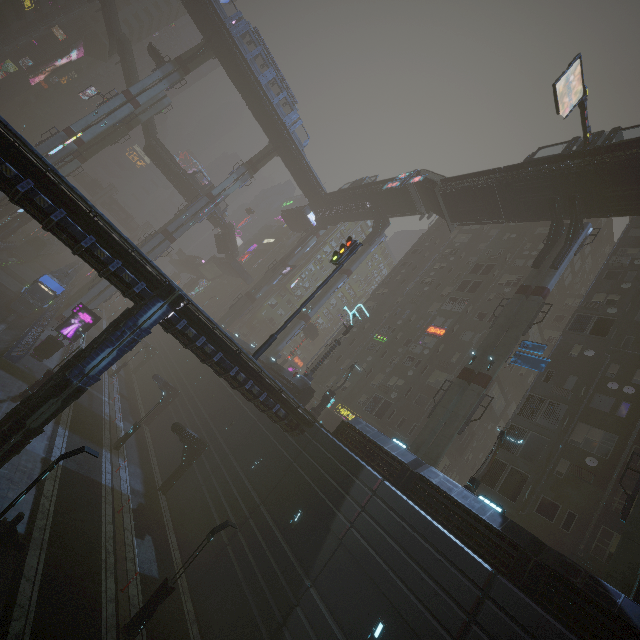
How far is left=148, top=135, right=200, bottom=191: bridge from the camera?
55.41m

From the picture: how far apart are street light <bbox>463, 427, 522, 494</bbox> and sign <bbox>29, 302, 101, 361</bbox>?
32.73m

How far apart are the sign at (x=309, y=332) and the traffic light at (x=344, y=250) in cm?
3013

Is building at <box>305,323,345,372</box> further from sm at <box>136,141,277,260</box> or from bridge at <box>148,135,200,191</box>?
bridge at <box>148,135,200,191</box>

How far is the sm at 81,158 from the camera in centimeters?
3997cm

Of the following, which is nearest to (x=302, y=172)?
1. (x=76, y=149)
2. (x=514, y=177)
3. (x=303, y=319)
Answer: (x=303, y=319)

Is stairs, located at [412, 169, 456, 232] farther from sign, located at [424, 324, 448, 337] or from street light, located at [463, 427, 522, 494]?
street light, located at [463, 427, 522, 494]

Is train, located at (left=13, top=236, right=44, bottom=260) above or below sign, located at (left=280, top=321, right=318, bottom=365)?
below
